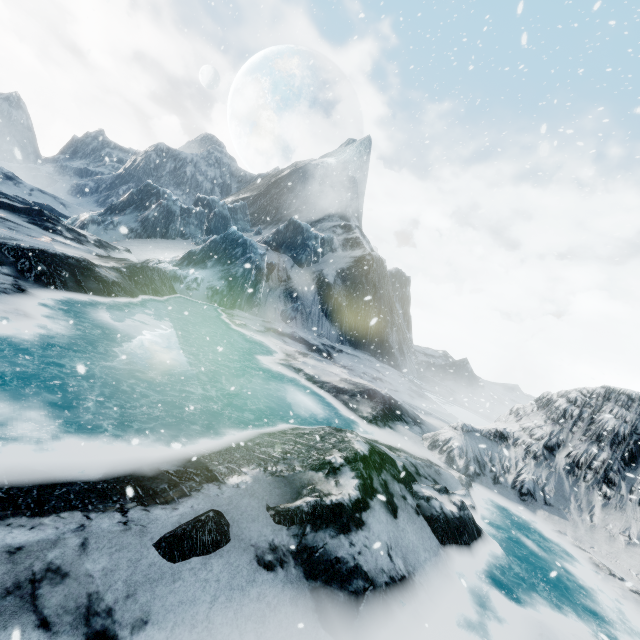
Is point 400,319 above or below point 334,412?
above
